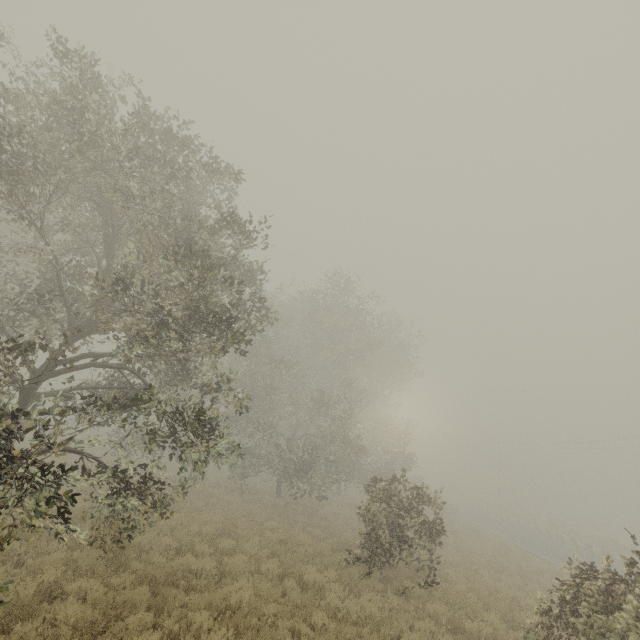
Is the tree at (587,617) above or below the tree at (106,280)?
below

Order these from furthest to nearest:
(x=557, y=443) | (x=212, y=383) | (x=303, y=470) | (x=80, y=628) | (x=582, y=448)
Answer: (x=557, y=443)
(x=582, y=448)
(x=212, y=383)
(x=303, y=470)
(x=80, y=628)

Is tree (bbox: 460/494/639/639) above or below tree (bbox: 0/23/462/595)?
below
